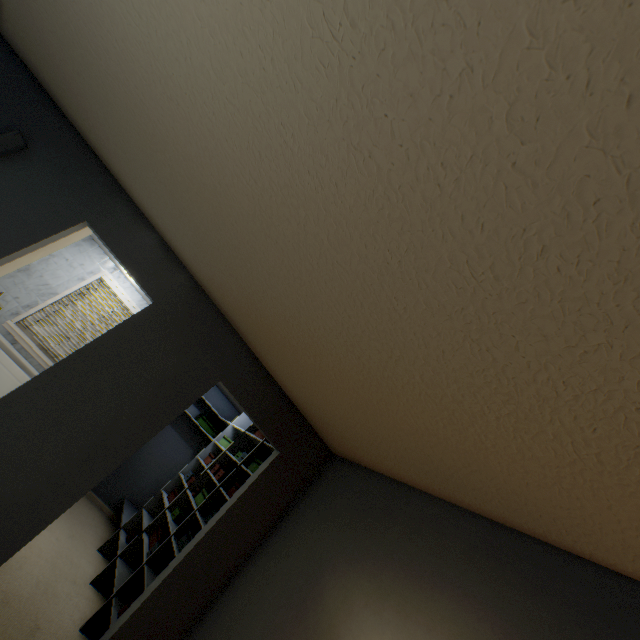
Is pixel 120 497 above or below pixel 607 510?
A: below

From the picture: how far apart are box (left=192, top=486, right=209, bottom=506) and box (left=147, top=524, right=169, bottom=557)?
0.5 meters

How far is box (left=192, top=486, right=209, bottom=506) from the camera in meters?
3.6

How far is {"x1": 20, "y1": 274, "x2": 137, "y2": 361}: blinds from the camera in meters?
5.1

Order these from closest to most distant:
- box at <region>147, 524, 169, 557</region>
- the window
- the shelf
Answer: the shelf, box at <region>147, 524, 169, 557</region>, the window

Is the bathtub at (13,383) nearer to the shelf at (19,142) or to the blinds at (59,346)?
the blinds at (59,346)

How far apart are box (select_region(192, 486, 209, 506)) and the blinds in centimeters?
291cm

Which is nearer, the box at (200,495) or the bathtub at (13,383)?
the box at (200,495)
